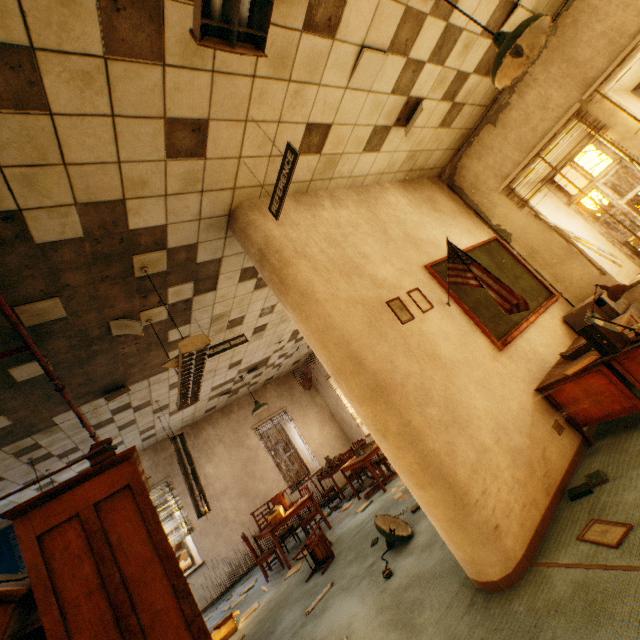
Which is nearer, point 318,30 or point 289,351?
point 318,30

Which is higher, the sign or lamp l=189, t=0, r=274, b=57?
the sign

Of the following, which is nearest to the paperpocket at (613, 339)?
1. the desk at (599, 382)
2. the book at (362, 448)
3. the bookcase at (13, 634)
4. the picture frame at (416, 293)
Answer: the desk at (599, 382)

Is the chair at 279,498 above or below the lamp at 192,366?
below

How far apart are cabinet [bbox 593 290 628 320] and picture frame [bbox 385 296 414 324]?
2.6 meters

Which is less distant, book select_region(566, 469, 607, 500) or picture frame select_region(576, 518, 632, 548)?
picture frame select_region(576, 518, 632, 548)

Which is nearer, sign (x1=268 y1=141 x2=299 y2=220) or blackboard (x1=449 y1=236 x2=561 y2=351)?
sign (x1=268 y1=141 x2=299 y2=220)

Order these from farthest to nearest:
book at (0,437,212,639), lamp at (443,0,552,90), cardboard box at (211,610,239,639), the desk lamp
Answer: cardboard box at (211,610,239,639) → the desk lamp → lamp at (443,0,552,90) → book at (0,437,212,639)
